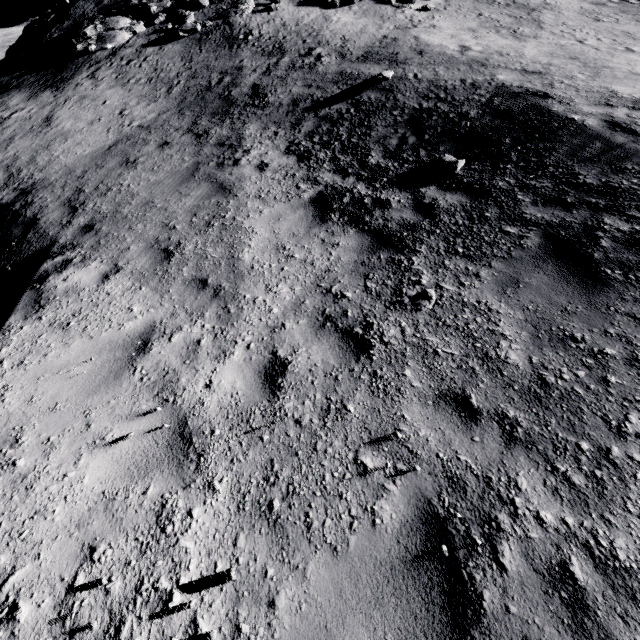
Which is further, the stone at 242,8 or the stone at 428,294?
the stone at 242,8

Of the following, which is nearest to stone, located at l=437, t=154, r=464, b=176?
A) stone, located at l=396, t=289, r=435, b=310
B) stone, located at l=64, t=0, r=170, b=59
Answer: stone, located at l=396, t=289, r=435, b=310

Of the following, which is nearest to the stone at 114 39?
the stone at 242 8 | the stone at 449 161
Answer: the stone at 242 8

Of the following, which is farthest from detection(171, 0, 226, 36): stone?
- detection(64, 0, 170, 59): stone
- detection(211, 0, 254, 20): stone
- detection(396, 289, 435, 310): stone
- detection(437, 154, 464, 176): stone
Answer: detection(396, 289, 435, 310): stone

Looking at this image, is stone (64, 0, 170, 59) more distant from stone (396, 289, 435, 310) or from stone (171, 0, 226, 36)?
stone (396, 289, 435, 310)

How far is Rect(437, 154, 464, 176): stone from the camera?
6.4 meters

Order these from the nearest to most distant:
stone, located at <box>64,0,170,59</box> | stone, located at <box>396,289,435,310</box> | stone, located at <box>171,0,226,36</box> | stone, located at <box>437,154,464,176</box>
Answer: stone, located at <box>396,289,435,310</box> < stone, located at <box>437,154,464,176</box> < stone, located at <box>171,0,226,36</box> < stone, located at <box>64,0,170,59</box>

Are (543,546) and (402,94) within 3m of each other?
no
